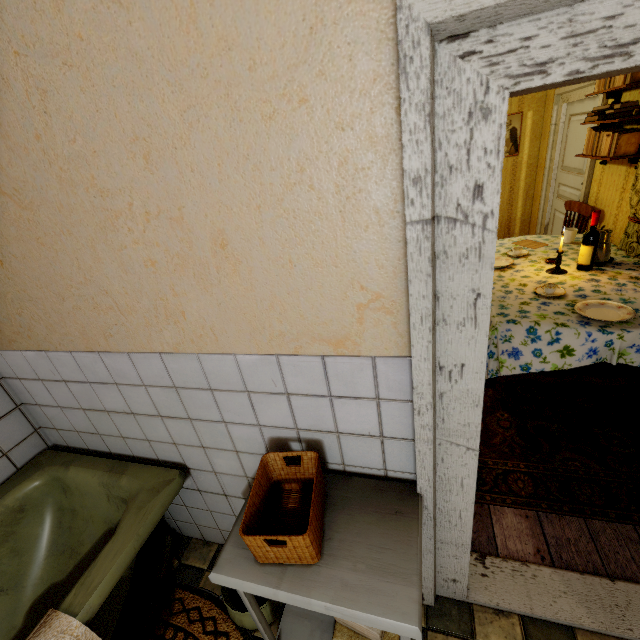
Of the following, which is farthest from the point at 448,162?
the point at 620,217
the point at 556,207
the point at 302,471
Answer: the point at 556,207

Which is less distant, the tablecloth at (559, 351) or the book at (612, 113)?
Answer: the tablecloth at (559, 351)

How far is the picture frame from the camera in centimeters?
521cm

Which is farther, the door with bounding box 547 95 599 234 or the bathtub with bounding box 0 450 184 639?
the door with bounding box 547 95 599 234

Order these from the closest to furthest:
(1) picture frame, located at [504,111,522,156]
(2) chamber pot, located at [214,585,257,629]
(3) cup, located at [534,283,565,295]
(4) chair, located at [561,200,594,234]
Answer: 1. (2) chamber pot, located at [214,585,257,629]
2. (3) cup, located at [534,283,565,295]
3. (4) chair, located at [561,200,594,234]
4. (1) picture frame, located at [504,111,522,156]

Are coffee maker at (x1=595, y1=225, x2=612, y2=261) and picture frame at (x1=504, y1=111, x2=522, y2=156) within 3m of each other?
no

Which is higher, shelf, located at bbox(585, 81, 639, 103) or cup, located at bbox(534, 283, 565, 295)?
shelf, located at bbox(585, 81, 639, 103)

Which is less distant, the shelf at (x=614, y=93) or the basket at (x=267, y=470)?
the basket at (x=267, y=470)
